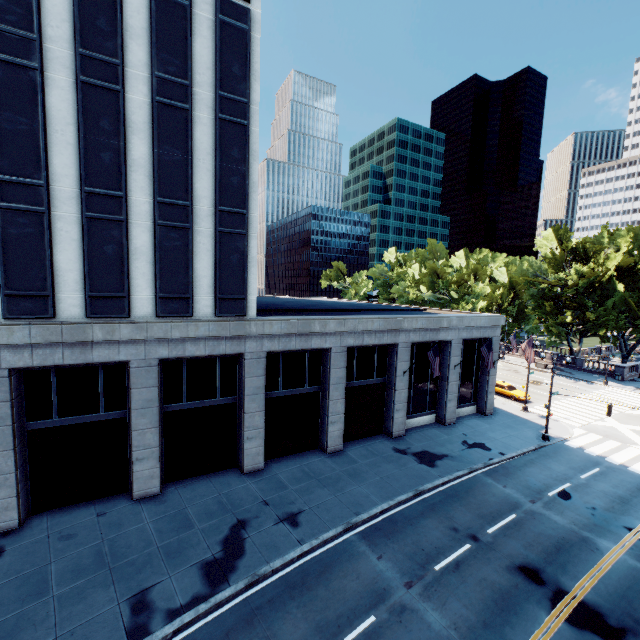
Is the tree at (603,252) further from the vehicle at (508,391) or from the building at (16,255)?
the building at (16,255)

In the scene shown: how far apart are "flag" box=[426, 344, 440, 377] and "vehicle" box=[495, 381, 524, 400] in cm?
1877

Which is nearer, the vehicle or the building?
the building

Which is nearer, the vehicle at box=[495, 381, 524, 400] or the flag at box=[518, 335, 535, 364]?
the flag at box=[518, 335, 535, 364]

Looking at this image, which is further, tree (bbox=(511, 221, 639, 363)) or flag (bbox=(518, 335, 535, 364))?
tree (bbox=(511, 221, 639, 363))

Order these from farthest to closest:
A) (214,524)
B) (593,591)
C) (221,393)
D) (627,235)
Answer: (627,235) < (221,393) < (214,524) < (593,591)

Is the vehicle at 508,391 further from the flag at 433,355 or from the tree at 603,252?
the flag at 433,355

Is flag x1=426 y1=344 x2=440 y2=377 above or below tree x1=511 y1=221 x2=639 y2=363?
below
